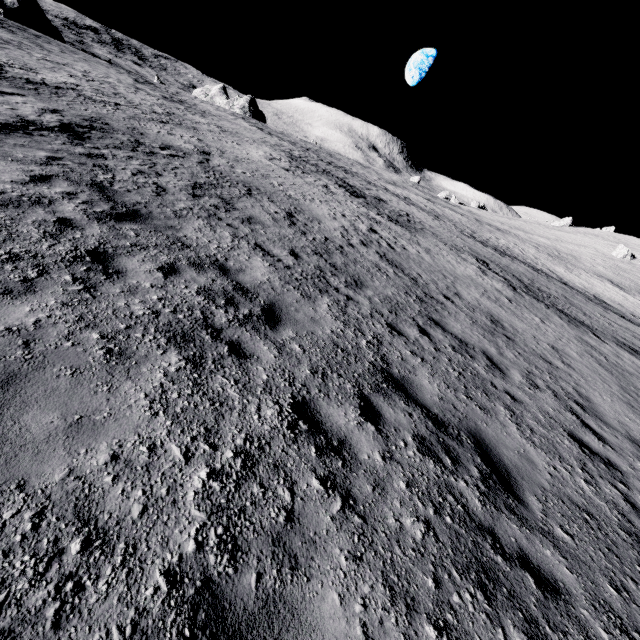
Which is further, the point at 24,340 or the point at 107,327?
the point at 107,327
